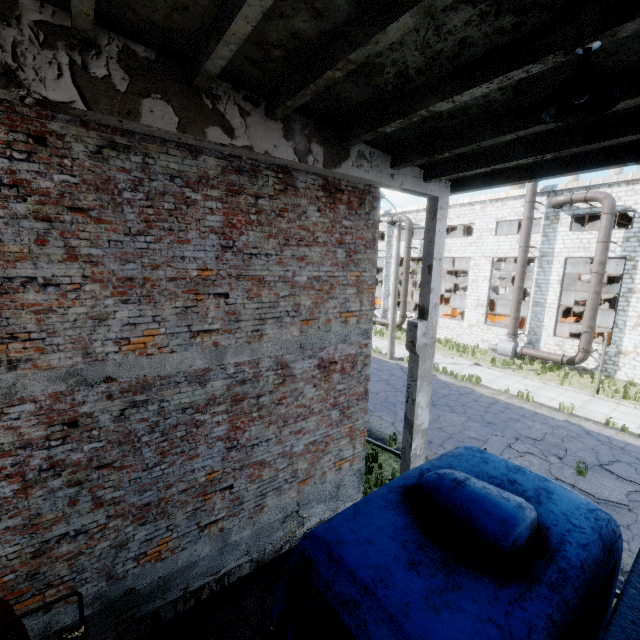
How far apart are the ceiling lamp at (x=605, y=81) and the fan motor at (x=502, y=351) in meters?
21.8 m

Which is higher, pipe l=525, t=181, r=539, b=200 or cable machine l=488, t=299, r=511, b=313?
pipe l=525, t=181, r=539, b=200

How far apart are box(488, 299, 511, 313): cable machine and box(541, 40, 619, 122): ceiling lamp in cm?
3470

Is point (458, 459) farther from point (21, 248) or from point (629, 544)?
point (629, 544)

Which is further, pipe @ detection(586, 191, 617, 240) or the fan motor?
the fan motor

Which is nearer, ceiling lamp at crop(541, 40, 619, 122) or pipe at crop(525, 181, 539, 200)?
ceiling lamp at crop(541, 40, 619, 122)

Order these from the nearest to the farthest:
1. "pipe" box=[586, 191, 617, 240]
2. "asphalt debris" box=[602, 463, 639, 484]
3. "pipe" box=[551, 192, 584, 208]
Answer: "asphalt debris" box=[602, 463, 639, 484] < "pipe" box=[586, 191, 617, 240] < "pipe" box=[551, 192, 584, 208]

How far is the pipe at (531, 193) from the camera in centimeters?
2011cm
